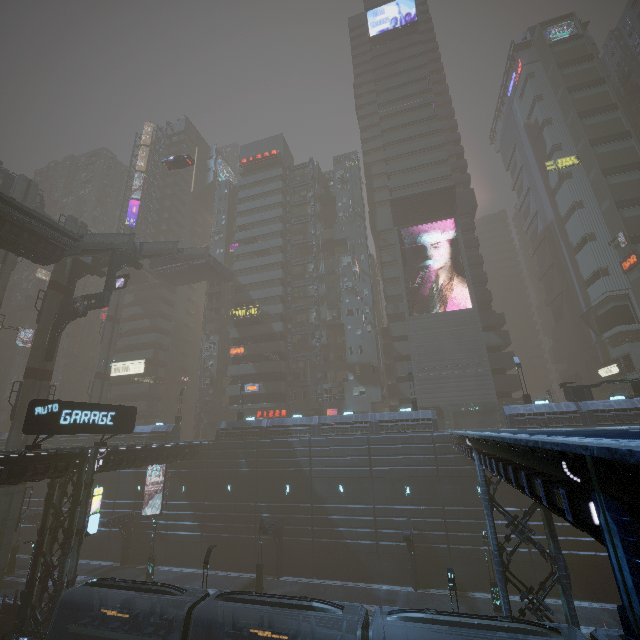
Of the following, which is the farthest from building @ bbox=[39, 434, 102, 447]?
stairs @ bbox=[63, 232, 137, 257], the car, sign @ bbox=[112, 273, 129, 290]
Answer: sign @ bbox=[112, 273, 129, 290]

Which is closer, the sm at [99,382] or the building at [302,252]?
the sm at [99,382]

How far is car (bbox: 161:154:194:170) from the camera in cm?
4347

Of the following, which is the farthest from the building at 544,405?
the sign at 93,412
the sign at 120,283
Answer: the sign at 120,283

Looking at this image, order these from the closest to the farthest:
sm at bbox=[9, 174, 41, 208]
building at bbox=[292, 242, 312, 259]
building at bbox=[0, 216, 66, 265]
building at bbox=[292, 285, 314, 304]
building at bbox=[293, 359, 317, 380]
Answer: building at bbox=[0, 216, 66, 265] < sm at bbox=[9, 174, 41, 208] < building at bbox=[293, 359, 317, 380] < building at bbox=[292, 285, 314, 304] < building at bbox=[292, 242, 312, 259]

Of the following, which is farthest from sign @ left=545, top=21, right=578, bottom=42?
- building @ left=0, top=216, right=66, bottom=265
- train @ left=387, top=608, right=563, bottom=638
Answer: train @ left=387, top=608, right=563, bottom=638

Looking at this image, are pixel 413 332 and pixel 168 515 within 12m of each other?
no

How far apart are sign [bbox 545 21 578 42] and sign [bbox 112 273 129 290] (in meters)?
81.36
